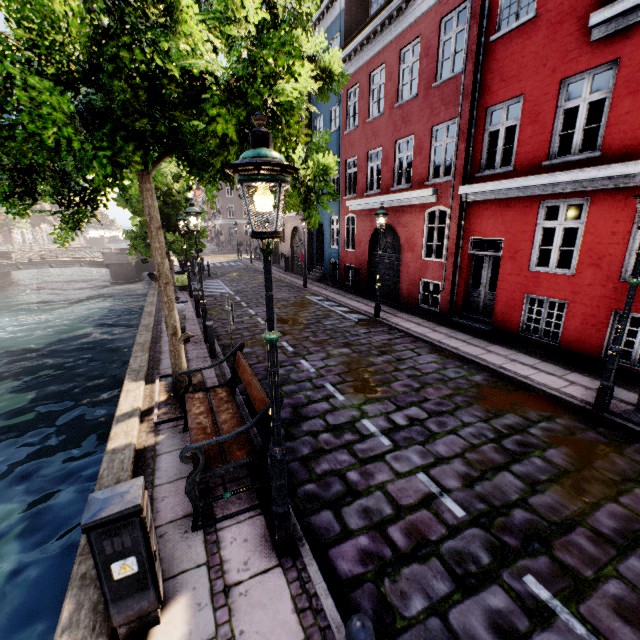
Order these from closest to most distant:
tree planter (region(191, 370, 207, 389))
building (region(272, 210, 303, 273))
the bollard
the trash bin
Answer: the bollard, tree planter (region(191, 370, 207, 389)), the trash bin, building (region(272, 210, 303, 273))

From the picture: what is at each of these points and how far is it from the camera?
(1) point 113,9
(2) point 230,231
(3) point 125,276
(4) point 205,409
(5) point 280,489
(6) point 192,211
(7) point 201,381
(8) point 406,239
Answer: (1) tree, 2.8m
(2) building, 48.6m
(3) bridge, 34.2m
(4) bench, 4.7m
(5) street light, 3.1m
(6) street light, 8.3m
(7) tree planter, 7.0m
(8) building, 12.8m

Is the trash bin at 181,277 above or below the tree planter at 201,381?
above

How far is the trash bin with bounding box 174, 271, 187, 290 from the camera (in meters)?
17.03

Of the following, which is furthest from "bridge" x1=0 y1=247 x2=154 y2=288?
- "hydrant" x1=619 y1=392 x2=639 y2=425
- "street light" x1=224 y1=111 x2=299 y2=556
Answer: "hydrant" x1=619 y1=392 x2=639 y2=425

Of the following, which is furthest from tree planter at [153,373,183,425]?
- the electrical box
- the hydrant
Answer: the hydrant

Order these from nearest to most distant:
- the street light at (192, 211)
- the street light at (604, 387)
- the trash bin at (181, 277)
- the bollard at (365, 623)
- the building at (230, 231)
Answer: the bollard at (365, 623)
the street light at (604, 387)
the street light at (192, 211)
the trash bin at (181, 277)
the building at (230, 231)

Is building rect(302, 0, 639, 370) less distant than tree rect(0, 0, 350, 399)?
No
